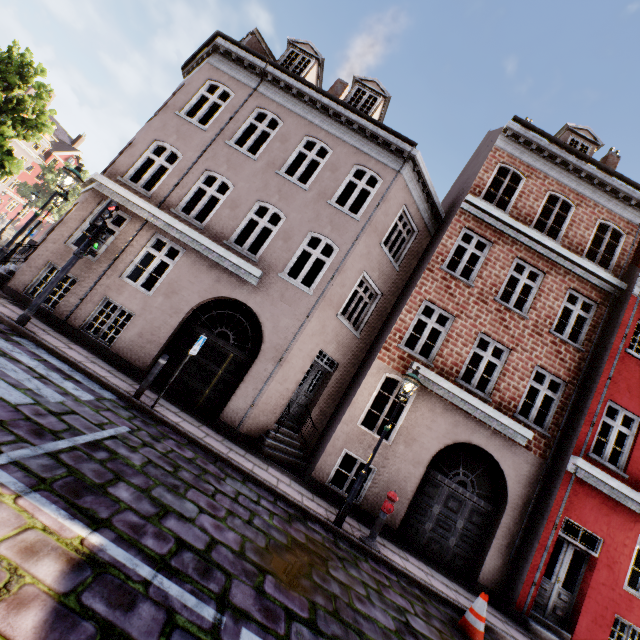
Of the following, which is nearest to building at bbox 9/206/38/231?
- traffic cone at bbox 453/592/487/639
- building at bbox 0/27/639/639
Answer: building at bbox 0/27/639/639

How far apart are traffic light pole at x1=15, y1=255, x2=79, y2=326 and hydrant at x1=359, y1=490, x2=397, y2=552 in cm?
890

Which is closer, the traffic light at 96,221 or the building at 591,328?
the traffic light at 96,221

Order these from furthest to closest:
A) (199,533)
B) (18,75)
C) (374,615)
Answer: (18,75) < (374,615) < (199,533)

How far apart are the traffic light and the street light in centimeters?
805cm

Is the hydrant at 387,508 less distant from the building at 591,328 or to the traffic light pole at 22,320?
the building at 591,328

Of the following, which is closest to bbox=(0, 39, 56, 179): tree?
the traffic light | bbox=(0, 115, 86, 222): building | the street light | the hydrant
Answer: bbox=(0, 115, 86, 222): building

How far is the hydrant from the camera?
6.9m
